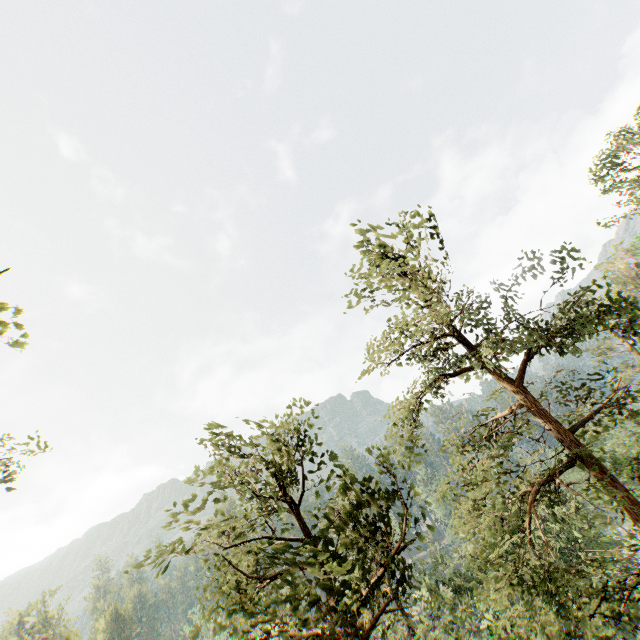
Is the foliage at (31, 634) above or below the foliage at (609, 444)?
above

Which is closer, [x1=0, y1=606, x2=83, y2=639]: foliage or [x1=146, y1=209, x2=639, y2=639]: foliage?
[x1=146, y1=209, x2=639, y2=639]: foliage

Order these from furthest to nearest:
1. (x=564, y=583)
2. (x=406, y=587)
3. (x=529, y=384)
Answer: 1. (x=406, y=587)
2. (x=529, y=384)
3. (x=564, y=583)

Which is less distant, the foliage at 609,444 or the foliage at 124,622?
the foliage at 609,444

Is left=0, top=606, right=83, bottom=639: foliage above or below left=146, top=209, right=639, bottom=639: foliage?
above

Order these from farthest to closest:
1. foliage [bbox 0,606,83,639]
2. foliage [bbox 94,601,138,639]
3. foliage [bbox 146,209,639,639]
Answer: foliage [bbox 94,601,138,639], foliage [bbox 0,606,83,639], foliage [bbox 146,209,639,639]
